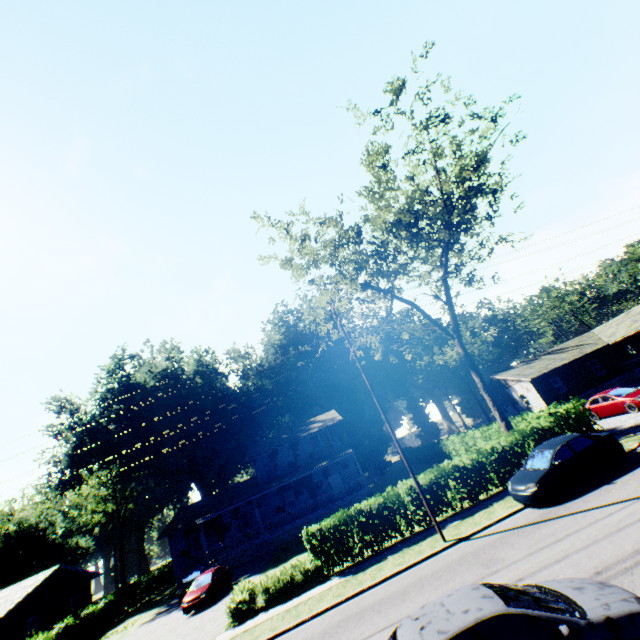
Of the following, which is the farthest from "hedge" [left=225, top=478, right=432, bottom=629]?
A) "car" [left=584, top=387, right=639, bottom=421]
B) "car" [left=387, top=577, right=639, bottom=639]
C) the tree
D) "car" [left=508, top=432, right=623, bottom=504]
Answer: "car" [left=387, top=577, right=639, bottom=639]

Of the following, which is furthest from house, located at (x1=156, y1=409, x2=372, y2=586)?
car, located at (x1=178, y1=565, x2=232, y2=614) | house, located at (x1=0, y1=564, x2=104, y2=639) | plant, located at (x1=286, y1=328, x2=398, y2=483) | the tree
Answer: the tree

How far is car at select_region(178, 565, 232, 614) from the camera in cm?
2052

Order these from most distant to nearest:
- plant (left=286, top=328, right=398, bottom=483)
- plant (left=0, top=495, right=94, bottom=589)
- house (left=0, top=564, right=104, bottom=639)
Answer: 1. plant (left=286, top=328, right=398, bottom=483)
2. plant (left=0, top=495, right=94, bottom=589)
3. house (left=0, top=564, right=104, bottom=639)

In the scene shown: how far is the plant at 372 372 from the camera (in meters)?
55.03

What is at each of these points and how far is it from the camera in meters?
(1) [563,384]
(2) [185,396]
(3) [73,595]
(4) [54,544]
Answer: (1) house, 34.2
(2) plant, 51.0
(3) house, 32.1
(4) plant, 53.7

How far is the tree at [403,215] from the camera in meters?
18.2

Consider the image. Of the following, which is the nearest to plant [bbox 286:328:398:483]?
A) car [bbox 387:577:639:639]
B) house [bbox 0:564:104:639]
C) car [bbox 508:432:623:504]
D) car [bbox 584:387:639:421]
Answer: car [bbox 584:387:639:421]
